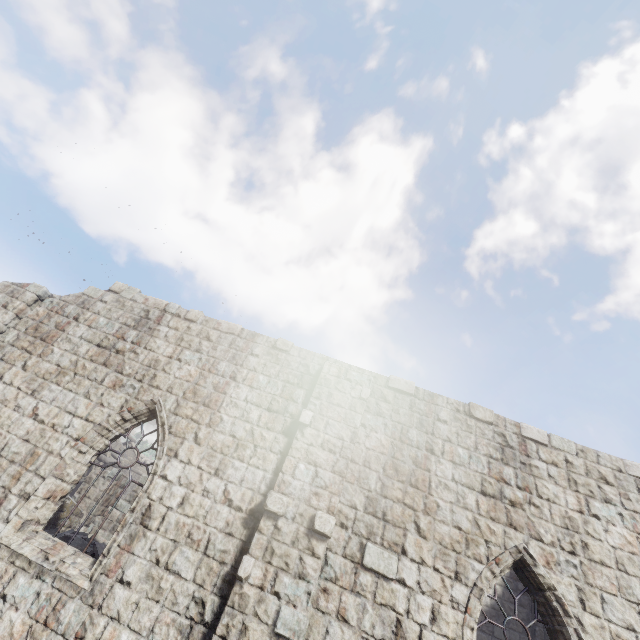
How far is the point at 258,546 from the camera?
5.7 meters

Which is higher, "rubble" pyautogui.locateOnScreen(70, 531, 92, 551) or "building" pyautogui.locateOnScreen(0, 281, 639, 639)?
"building" pyautogui.locateOnScreen(0, 281, 639, 639)

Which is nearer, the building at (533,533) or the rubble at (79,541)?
the building at (533,533)

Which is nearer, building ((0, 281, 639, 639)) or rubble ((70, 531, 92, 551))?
building ((0, 281, 639, 639))

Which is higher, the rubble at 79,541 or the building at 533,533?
the building at 533,533

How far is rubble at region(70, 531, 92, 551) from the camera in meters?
11.3 m
